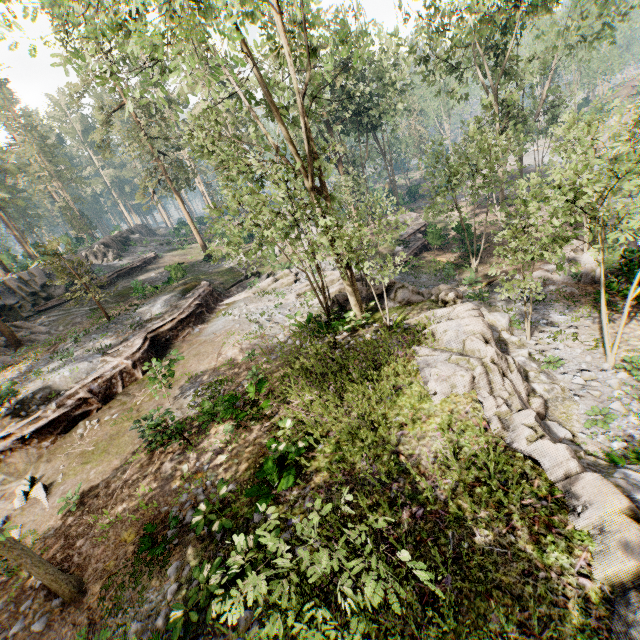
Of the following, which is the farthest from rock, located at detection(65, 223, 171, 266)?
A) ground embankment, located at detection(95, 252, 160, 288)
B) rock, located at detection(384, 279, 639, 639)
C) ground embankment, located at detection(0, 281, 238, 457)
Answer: rock, located at detection(384, 279, 639, 639)

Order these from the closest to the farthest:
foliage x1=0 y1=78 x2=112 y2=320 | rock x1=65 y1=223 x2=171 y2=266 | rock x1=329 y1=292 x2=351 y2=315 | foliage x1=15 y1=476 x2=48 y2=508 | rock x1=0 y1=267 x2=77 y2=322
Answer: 1. foliage x1=15 y1=476 x2=48 y2=508
2. rock x1=329 y1=292 x2=351 y2=315
3. foliage x1=0 y1=78 x2=112 y2=320
4. rock x1=0 y1=267 x2=77 y2=322
5. rock x1=65 y1=223 x2=171 y2=266

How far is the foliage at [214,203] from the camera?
10.9 meters

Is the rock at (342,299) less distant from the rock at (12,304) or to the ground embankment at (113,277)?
the ground embankment at (113,277)

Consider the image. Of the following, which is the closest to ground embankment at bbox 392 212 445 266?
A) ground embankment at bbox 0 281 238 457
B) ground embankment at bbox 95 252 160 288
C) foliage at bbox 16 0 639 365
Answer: foliage at bbox 16 0 639 365

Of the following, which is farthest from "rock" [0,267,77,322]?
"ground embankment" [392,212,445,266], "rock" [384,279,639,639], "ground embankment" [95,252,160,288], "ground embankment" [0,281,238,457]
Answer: "ground embankment" [392,212,445,266]

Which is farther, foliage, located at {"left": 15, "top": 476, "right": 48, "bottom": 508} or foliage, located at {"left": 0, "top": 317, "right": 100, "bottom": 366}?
foliage, located at {"left": 0, "top": 317, "right": 100, "bottom": 366}

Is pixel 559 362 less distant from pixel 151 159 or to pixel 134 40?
pixel 134 40
